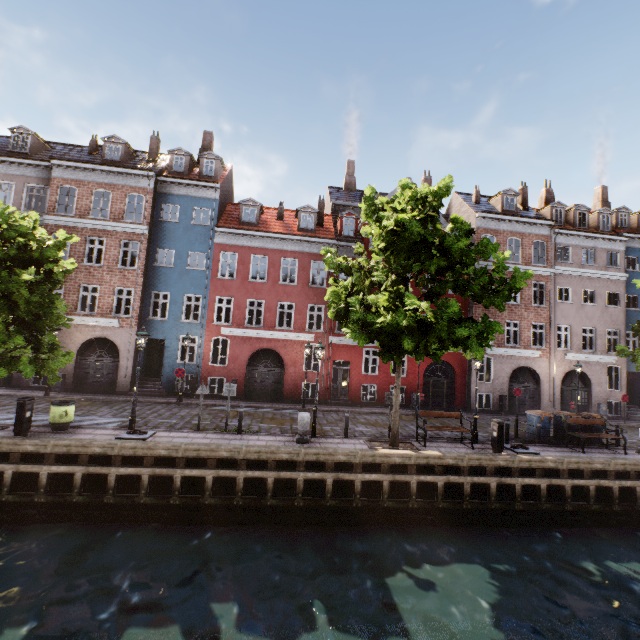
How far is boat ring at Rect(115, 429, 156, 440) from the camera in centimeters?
1109cm

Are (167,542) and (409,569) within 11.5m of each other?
yes

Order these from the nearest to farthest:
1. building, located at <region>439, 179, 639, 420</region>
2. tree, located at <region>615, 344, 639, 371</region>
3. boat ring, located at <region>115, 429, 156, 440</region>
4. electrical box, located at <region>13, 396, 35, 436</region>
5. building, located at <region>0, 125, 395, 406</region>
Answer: electrical box, located at <region>13, 396, 35, 436</region> → boat ring, located at <region>115, 429, 156, 440</region> → tree, located at <region>615, 344, 639, 371</region> → building, located at <region>0, 125, 395, 406</region> → building, located at <region>439, 179, 639, 420</region>

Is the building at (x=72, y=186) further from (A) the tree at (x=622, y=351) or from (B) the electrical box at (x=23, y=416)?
(B) the electrical box at (x=23, y=416)

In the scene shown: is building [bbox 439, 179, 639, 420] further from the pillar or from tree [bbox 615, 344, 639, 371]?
the pillar

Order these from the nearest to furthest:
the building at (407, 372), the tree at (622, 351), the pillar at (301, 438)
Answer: the pillar at (301, 438), the tree at (622, 351), the building at (407, 372)

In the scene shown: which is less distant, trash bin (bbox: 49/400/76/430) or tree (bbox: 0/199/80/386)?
tree (bbox: 0/199/80/386)

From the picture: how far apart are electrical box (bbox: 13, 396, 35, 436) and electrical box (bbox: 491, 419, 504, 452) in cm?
1671
